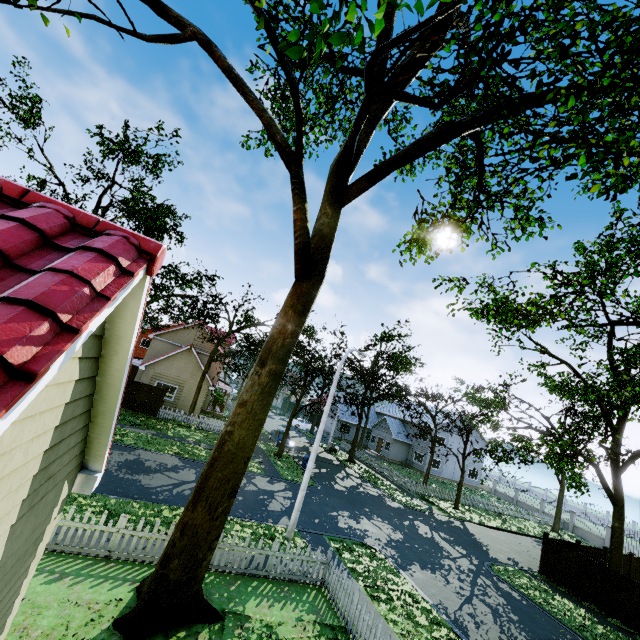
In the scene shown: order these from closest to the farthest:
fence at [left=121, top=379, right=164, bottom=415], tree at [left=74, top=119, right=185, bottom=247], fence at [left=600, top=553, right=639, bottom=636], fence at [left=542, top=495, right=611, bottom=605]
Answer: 1. fence at [left=600, top=553, right=639, bottom=636]
2. fence at [left=542, top=495, right=611, bottom=605]
3. tree at [left=74, top=119, right=185, bottom=247]
4. fence at [left=121, top=379, right=164, bottom=415]

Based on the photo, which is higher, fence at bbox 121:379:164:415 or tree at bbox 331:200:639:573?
tree at bbox 331:200:639:573

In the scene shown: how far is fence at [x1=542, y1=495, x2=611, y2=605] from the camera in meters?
17.0

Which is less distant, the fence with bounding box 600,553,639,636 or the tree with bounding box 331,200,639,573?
the tree with bounding box 331,200,639,573

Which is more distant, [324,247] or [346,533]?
[346,533]

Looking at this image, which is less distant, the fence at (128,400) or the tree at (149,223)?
the tree at (149,223)

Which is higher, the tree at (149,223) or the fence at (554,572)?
the tree at (149,223)

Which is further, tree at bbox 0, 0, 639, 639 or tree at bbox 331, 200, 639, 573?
tree at bbox 331, 200, 639, 573
